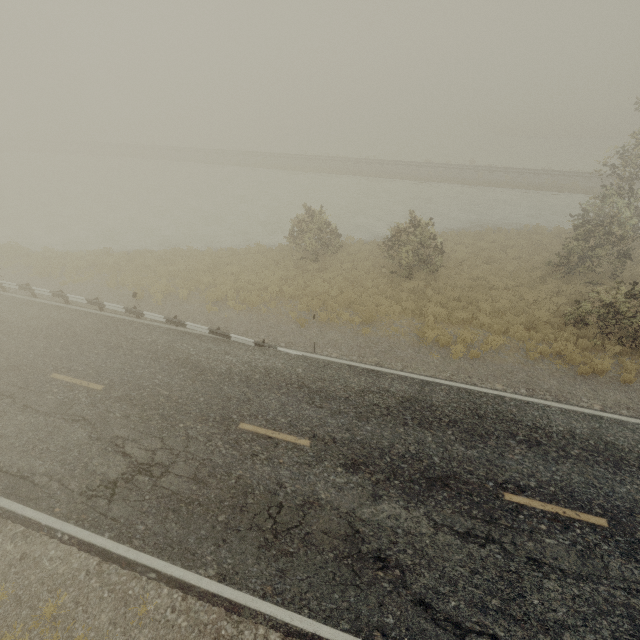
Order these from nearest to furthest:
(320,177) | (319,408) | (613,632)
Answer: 1. (613,632)
2. (319,408)
3. (320,177)
